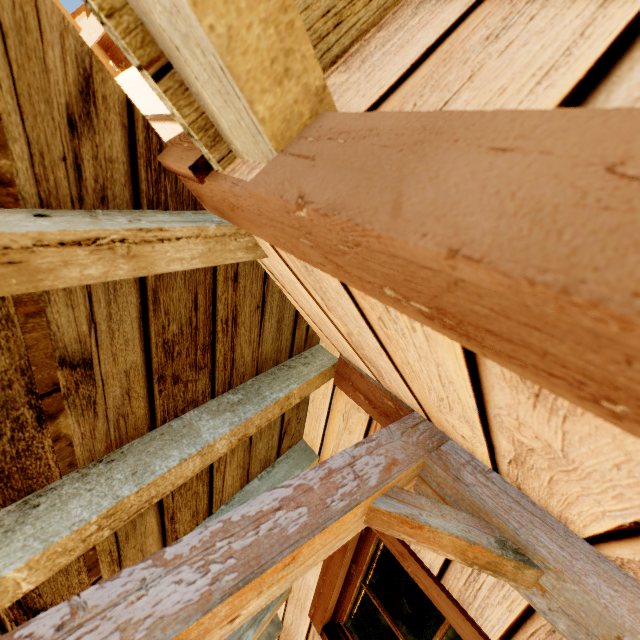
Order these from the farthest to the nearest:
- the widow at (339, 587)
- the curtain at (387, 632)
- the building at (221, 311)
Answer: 1. the curtain at (387, 632)
2. the widow at (339, 587)
3. the building at (221, 311)

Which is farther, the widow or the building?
the widow

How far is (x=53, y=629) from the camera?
0.6m

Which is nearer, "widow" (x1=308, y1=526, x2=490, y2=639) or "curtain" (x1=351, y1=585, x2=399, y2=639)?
"widow" (x1=308, y1=526, x2=490, y2=639)

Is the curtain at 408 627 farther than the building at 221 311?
Yes

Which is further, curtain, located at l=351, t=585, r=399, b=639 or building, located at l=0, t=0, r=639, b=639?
curtain, located at l=351, t=585, r=399, b=639

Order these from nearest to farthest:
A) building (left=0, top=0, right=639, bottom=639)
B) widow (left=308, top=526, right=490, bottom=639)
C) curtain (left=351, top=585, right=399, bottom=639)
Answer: building (left=0, top=0, right=639, bottom=639) < widow (left=308, top=526, right=490, bottom=639) < curtain (left=351, top=585, right=399, bottom=639)
